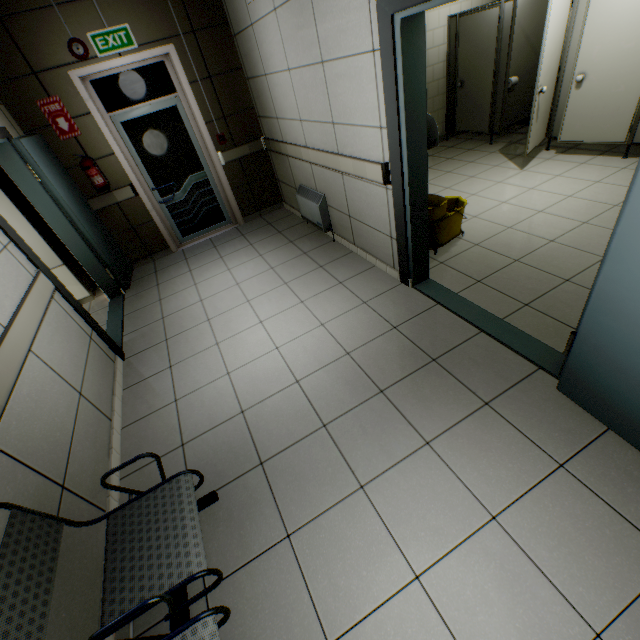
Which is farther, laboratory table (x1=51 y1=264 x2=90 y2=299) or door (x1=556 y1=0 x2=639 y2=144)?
laboratory table (x1=51 y1=264 x2=90 y2=299)

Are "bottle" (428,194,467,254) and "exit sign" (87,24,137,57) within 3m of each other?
no

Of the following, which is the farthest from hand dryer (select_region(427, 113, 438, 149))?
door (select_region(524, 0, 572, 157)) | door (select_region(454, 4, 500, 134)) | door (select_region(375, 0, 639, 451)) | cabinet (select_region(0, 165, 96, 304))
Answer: cabinet (select_region(0, 165, 96, 304))

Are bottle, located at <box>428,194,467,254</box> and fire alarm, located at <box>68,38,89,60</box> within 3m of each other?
no

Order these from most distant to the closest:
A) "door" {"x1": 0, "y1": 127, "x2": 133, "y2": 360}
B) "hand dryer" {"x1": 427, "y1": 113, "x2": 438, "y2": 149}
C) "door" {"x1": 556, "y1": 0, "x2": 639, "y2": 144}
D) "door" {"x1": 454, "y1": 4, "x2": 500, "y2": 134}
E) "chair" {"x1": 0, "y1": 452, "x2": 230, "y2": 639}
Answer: "door" {"x1": 454, "y1": 4, "x2": 500, "y2": 134} < "door" {"x1": 556, "y1": 0, "x2": 639, "y2": 144} < "door" {"x1": 0, "y1": 127, "x2": 133, "y2": 360} < "hand dryer" {"x1": 427, "y1": 113, "x2": 438, "y2": 149} < "chair" {"x1": 0, "y1": 452, "x2": 230, "y2": 639}

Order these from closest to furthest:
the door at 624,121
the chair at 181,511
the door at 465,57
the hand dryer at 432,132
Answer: the chair at 181,511 → the hand dryer at 432,132 → the door at 624,121 → the door at 465,57

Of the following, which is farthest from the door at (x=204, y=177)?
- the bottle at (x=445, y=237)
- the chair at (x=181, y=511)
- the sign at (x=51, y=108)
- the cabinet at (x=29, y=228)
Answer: the chair at (x=181, y=511)

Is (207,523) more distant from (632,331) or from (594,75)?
(594,75)
